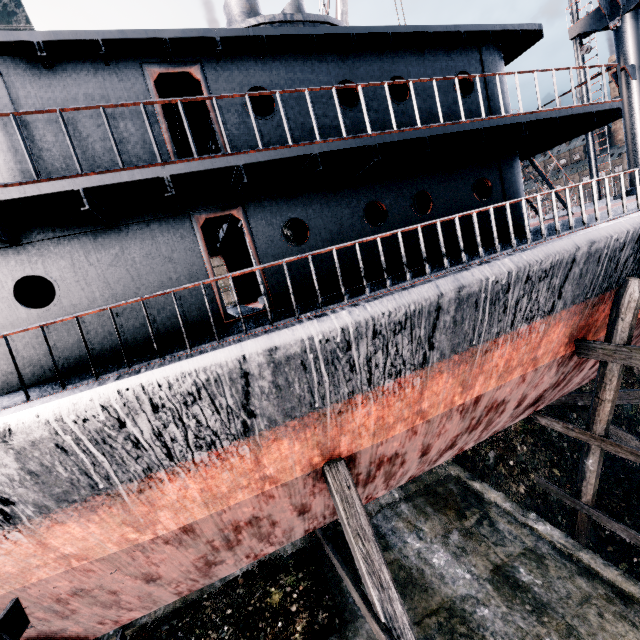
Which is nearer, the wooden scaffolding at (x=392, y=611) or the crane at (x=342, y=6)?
the wooden scaffolding at (x=392, y=611)

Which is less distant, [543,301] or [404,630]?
[404,630]

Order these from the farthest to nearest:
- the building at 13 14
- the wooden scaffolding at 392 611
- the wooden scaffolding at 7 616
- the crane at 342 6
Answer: the crane at 342 6
the building at 13 14
the wooden scaffolding at 392 611
the wooden scaffolding at 7 616

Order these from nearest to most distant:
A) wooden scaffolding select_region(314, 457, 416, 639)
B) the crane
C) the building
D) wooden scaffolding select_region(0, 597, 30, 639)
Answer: wooden scaffolding select_region(0, 597, 30, 639) → wooden scaffolding select_region(314, 457, 416, 639) → the building → the crane

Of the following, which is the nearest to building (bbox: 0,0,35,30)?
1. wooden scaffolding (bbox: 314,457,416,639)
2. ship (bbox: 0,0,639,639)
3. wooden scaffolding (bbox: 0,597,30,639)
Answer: wooden scaffolding (bbox: 0,597,30,639)

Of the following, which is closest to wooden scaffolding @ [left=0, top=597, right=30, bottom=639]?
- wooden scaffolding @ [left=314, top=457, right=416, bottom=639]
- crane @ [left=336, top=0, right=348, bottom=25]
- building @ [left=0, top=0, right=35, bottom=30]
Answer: building @ [left=0, top=0, right=35, bottom=30]

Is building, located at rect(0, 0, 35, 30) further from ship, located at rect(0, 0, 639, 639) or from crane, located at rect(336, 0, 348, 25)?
crane, located at rect(336, 0, 348, 25)

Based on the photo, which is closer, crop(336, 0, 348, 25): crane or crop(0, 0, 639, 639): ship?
crop(0, 0, 639, 639): ship
